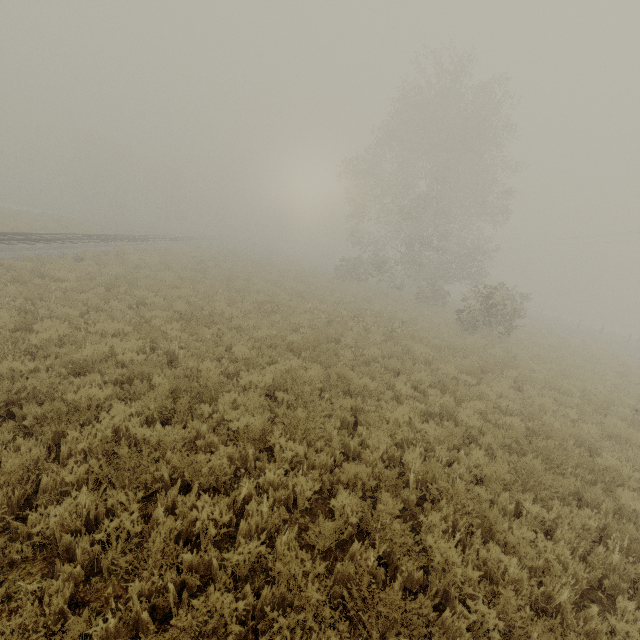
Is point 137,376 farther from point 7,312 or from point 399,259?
point 399,259
